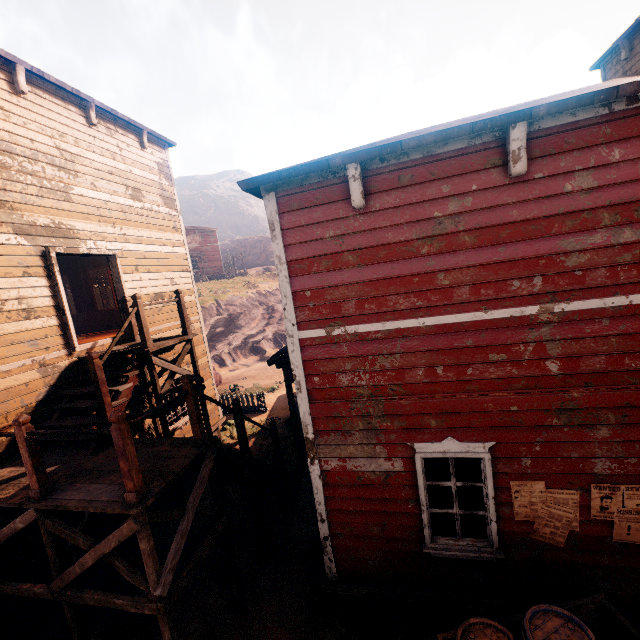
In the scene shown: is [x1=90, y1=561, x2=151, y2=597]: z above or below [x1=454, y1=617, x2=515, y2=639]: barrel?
below

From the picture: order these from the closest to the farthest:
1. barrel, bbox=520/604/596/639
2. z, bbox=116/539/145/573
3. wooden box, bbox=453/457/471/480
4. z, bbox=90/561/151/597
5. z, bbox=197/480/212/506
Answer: barrel, bbox=520/604/596/639
wooden box, bbox=453/457/471/480
z, bbox=90/561/151/597
z, bbox=116/539/145/573
z, bbox=197/480/212/506

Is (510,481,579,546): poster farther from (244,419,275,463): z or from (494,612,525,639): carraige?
(244,419,275,463): z

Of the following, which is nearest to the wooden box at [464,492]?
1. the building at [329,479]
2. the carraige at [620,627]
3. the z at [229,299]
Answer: the building at [329,479]

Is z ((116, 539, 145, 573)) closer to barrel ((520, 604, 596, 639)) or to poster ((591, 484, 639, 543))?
barrel ((520, 604, 596, 639))

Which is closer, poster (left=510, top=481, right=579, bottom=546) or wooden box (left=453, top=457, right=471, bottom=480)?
poster (left=510, top=481, right=579, bottom=546)

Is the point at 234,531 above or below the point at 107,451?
below
